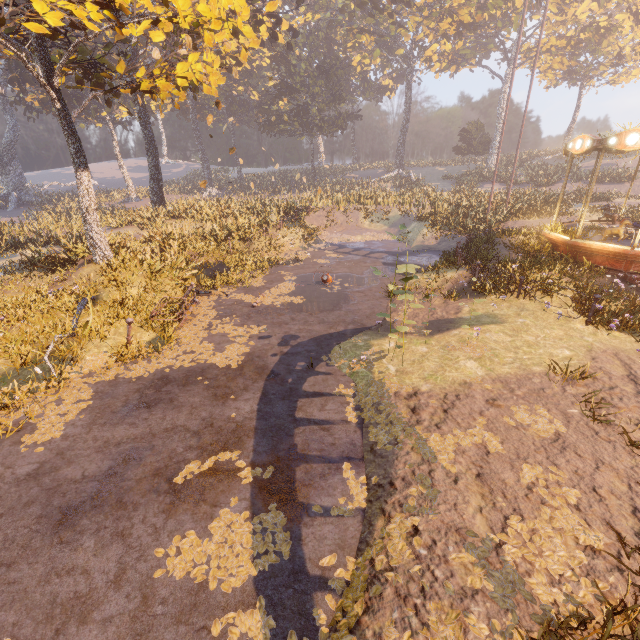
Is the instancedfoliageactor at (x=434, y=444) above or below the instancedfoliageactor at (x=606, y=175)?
below

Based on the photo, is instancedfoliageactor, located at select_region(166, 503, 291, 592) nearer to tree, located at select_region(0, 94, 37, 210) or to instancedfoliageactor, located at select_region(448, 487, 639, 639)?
instancedfoliageactor, located at select_region(448, 487, 639, 639)

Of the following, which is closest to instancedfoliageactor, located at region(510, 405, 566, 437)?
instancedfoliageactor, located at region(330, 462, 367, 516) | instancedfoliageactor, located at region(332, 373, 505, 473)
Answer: instancedfoliageactor, located at region(332, 373, 505, 473)

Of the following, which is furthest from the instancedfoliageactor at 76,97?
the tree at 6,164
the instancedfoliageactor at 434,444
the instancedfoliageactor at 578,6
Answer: the instancedfoliageactor at 434,444

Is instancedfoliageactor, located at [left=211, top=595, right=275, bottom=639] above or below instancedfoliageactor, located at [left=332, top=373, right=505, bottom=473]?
below

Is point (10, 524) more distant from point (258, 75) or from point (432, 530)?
point (258, 75)

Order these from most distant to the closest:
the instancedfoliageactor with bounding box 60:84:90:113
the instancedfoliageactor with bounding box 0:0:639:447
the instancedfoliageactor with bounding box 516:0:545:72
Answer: the instancedfoliageactor with bounding box 60:84:90:113 → the instancedfoliageactor with bounding box 516:0:545:72 → the instancedfoliageactor with bounding box 0:0:639:447

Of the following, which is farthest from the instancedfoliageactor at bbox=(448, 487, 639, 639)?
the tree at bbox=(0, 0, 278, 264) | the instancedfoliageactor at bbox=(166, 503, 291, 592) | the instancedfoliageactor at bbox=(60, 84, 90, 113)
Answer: the instancedfoliageactor at bbox=(60, 84, 90, 113)
